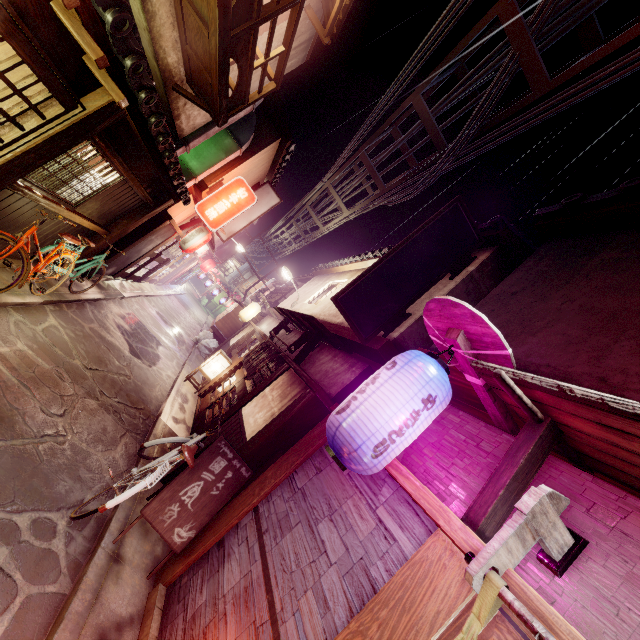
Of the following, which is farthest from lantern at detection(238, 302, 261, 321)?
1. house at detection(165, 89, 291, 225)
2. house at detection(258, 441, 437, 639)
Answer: Result: house at detection(258, 441, 437, 639)

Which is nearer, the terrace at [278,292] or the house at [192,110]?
the house at [192,110]

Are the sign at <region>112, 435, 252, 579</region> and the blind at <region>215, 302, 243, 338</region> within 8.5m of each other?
no

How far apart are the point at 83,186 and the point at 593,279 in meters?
13.8 m

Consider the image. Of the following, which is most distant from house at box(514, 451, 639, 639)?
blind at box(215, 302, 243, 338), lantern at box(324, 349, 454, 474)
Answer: blind at box(215, 302, 243, 338)

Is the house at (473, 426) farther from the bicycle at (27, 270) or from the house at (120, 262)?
the house at (120, 262)

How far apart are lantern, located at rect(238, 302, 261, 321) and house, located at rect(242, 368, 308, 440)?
15.5m

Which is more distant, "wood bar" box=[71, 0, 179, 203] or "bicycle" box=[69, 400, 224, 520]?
"bicycle" box=[69, 400, 224, 520]
